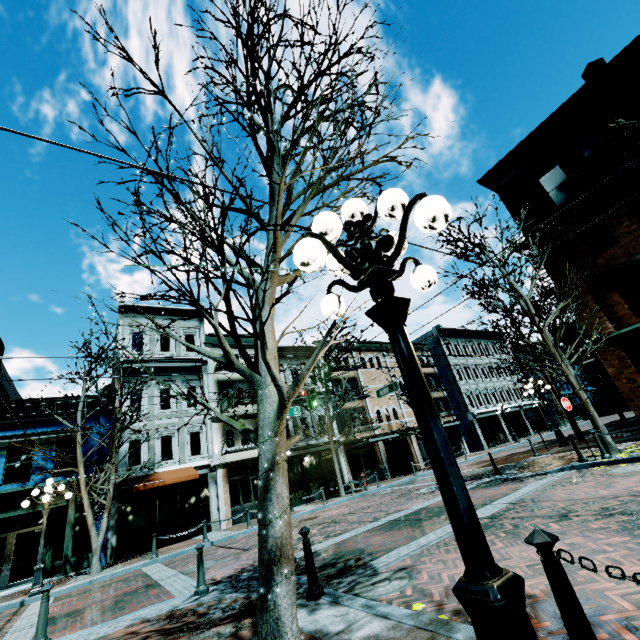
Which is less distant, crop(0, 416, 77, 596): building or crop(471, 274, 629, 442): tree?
crop(471, 274, 629, 442): tree

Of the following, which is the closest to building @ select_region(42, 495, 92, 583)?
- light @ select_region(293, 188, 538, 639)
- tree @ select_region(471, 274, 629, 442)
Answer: tree @ select_region(471, 274, 629, 442)

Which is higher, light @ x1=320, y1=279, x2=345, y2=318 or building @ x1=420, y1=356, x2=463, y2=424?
building @ x1=420, y1=356, x2=463, y2=424

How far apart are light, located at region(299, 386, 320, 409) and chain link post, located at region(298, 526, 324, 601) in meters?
8.8

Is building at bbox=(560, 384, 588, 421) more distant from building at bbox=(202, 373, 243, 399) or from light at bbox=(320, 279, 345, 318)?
light at bbox=(320, 279, 345, 318)

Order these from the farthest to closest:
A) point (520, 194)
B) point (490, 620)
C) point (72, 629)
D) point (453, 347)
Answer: point (453, 347), point (520, 194), point (72, 629), point (490, 620)

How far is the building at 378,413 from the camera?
24.92m

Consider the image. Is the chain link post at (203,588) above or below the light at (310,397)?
below
